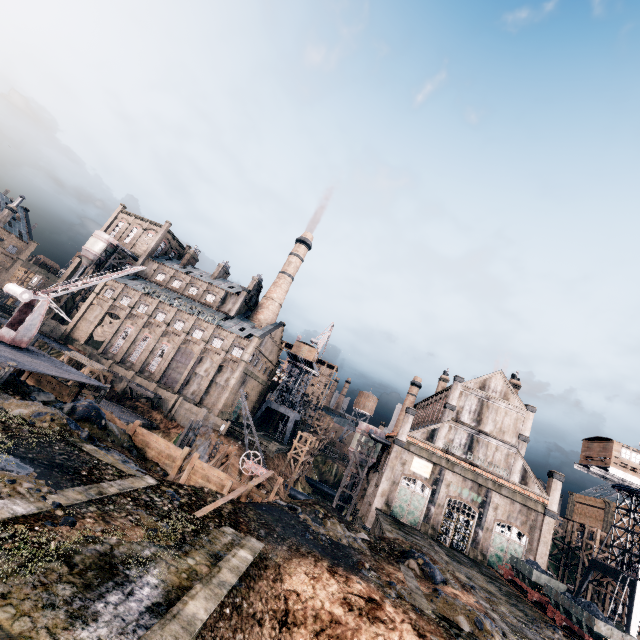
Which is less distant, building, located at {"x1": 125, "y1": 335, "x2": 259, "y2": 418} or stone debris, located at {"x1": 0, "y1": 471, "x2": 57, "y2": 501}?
stone debris, located at {"x1": 0, "y1": 471, "x2": 57, "y2": 501}

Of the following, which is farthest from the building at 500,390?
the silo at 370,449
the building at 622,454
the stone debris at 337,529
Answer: the stone debris at 337,529

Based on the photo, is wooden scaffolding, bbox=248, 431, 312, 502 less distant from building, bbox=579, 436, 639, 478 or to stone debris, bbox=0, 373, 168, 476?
stone debris, bbox=0, 373, 168, 476

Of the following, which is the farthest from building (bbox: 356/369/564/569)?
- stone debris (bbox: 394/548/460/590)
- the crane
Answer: the crane

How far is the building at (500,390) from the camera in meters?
39.3

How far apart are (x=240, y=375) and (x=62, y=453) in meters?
44.4

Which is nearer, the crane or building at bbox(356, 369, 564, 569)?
the crane

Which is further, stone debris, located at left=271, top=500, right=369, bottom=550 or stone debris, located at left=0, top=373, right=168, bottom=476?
stone debris, located at left=271, top=500, right=369, bottom=550
